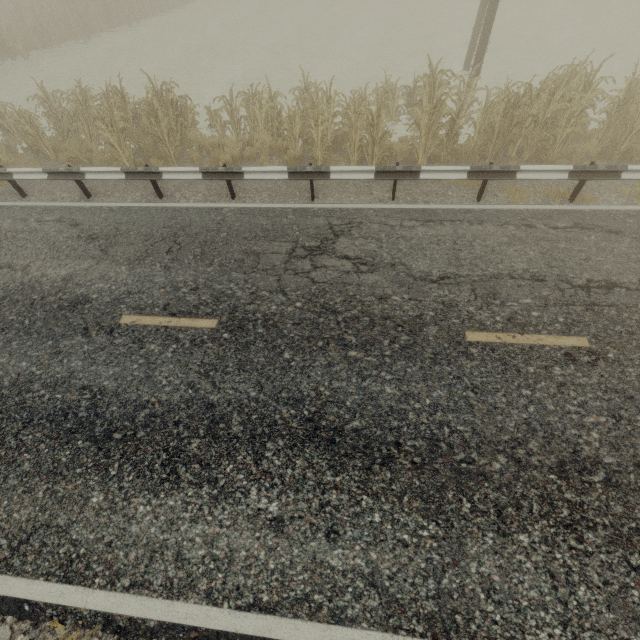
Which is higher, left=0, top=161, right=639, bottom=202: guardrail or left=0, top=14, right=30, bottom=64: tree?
left=0, top=161, right=639, bottom=202: guardrail

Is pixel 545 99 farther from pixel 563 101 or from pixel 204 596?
pixel 204 596

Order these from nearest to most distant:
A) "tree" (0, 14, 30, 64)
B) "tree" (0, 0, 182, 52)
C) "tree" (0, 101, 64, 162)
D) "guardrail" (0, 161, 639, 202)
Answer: "guardrail" (0, 161, 639, 202) < "tree" (0, 101, 64, 162) < "tree" (0, 14, 30, 64) < "tree" (0, 0, 182, 52)

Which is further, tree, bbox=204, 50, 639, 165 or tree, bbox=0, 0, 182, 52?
tree, bbox=0, 0, 182, 52

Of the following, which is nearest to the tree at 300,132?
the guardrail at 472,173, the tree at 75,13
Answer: the guardrail at 472,173

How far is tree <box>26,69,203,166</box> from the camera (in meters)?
8.54

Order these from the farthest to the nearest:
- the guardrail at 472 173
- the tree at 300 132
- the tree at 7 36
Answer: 1. the tree at 7 36
2. the tree at 300 132
3. the guardrail at 472 173

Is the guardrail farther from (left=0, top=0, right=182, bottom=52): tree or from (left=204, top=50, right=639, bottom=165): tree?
(left=0, top=0, right=182, bottom=52): tree
